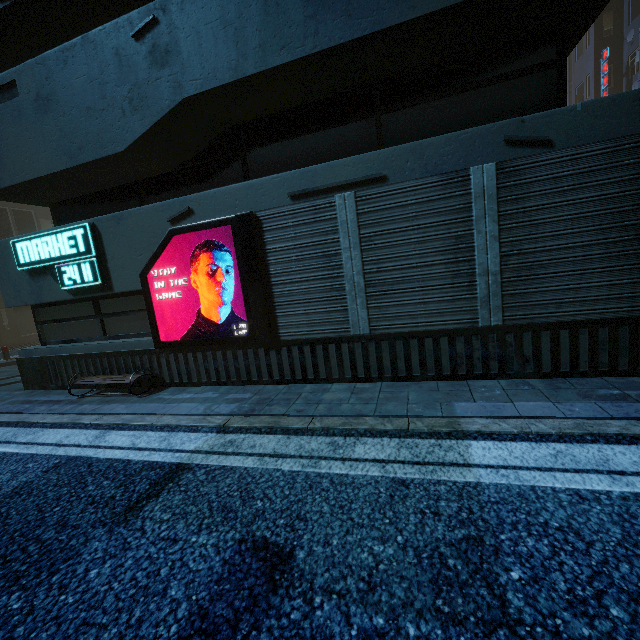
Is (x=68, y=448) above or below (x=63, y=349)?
below

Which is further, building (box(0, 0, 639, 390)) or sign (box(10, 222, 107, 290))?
sign (box(10, 222, 107, 290))

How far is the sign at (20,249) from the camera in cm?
631

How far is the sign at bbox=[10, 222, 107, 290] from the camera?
6.3 meters

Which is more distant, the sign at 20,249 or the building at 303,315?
the sign at 20,249
